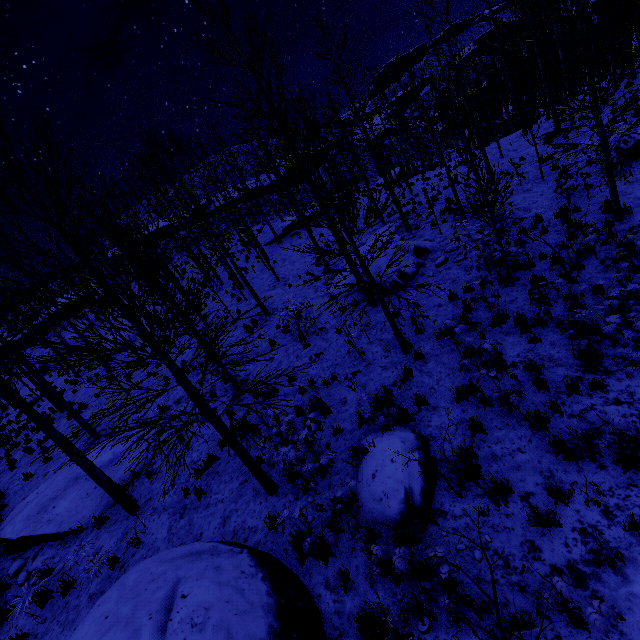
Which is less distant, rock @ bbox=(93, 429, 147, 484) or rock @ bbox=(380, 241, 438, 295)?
rock @ bbox=(93, 429, 147, 484)

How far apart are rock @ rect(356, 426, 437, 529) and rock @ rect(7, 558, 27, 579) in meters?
9.2

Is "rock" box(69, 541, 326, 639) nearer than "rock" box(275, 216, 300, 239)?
Yes

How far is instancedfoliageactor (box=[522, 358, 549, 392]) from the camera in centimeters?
579cm

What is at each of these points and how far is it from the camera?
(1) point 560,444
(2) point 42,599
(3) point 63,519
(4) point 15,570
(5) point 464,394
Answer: (1) instancedfoliageactor, 4.9 meters
(2) instancedfoliageactor, 6.8 meters
(3) rock, 8.7 meters
(4) rock, 8.1 meters
(5) instancedfoliageactor, 6.4 meters

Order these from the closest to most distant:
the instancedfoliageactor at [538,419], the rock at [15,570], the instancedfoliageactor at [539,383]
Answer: the instancedfoliageactor at [538,419], the instancedfoliageactor at [539,383], the rock at [15,570]

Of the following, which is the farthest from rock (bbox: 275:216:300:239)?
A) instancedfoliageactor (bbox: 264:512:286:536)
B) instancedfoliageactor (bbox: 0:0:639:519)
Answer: instancedfoliageactor (bbox: 264:512:286:536)

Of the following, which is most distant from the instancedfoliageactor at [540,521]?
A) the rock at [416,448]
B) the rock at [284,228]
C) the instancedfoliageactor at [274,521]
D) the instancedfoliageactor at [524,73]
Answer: the rock at [284,228]
